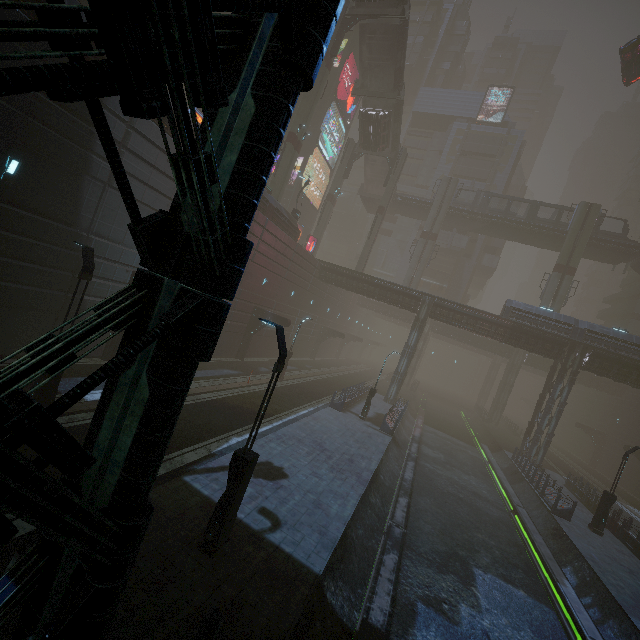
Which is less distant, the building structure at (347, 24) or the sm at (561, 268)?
the building structure at (347, 24)

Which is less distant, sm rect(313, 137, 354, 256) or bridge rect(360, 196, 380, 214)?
sm rect(313, 137, 354, 256)

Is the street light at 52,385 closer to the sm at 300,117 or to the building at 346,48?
the building at 346,48

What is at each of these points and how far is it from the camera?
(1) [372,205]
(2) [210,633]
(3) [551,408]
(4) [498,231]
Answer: (1) bridge, 51.7 meters
(2) barrier, 4.9 meters
(3) building, 28.9 meters
(4) bridge, 45.3 meters

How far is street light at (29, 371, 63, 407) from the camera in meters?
10.1 m

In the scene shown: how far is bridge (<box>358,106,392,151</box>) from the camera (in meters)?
37.91

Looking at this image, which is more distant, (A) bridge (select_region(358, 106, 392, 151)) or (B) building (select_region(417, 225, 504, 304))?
(B) building (select_region(417, 225, 504, 304))

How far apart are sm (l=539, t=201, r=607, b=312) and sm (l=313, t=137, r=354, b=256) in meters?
28.2 m
